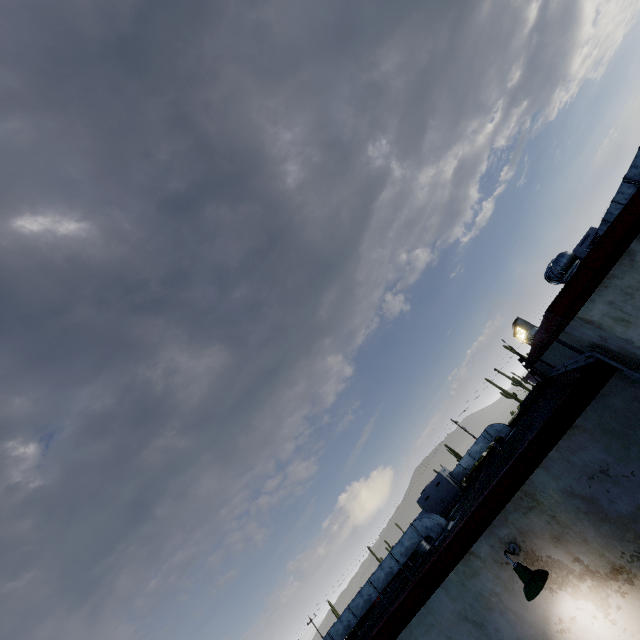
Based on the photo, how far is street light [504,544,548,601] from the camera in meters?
4.0 m

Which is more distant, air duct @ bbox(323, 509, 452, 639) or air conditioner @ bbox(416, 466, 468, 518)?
air conditioner @ bbox(416, 466, 468, 518)

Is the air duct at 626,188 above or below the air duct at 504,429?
above

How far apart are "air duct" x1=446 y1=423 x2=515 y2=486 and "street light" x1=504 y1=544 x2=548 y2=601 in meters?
6.8 m

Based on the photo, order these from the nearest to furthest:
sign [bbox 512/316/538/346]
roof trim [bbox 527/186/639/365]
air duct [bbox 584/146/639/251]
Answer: roof trim [bbox 527/186/639/365] → air duct [bbox 584/146/639/251] → sign [bbox 512/316/538/346]

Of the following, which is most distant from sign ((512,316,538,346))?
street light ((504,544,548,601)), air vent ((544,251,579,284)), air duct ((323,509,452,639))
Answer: street light ((504,544,548,601))

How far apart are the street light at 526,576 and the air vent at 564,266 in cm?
431

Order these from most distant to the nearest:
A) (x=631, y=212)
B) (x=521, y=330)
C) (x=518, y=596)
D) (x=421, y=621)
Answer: (x=521, y=330), (x=421, y=621), (x=518, y=596), (x=631, y=212)
